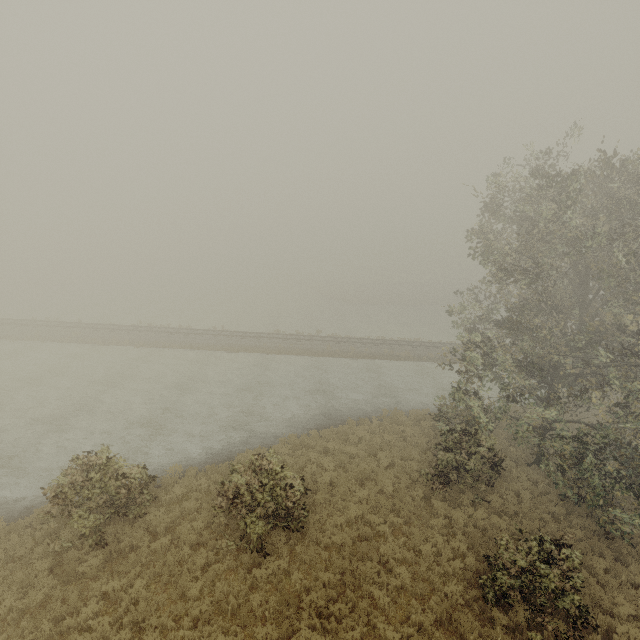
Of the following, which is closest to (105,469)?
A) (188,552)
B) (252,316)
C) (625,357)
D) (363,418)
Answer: (188,552)
